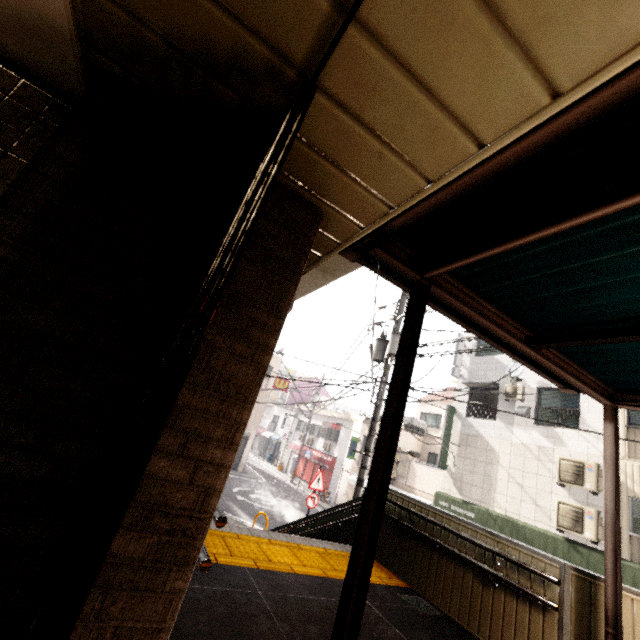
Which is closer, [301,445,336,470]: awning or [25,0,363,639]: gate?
[25,0,363,639]: gate

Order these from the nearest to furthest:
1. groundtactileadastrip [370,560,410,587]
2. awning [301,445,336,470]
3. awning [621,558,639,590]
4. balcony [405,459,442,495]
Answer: groundtactileadastrip [370,560,410,587]
awning [621,558,639,590]
balcony [405,459,442,495]
awning [301,445,336,470]

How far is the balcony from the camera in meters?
15.7 m

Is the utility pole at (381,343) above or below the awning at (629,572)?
above

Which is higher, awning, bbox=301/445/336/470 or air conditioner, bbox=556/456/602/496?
air conditioner, bbox=556/456/602/496

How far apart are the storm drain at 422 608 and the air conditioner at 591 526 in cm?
836

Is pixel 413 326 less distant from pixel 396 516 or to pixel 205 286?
pixel 205 286

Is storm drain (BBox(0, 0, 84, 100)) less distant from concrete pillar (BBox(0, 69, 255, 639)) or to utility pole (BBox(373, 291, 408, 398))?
concrete pillar (BBox(0, 69, 255, 639))
